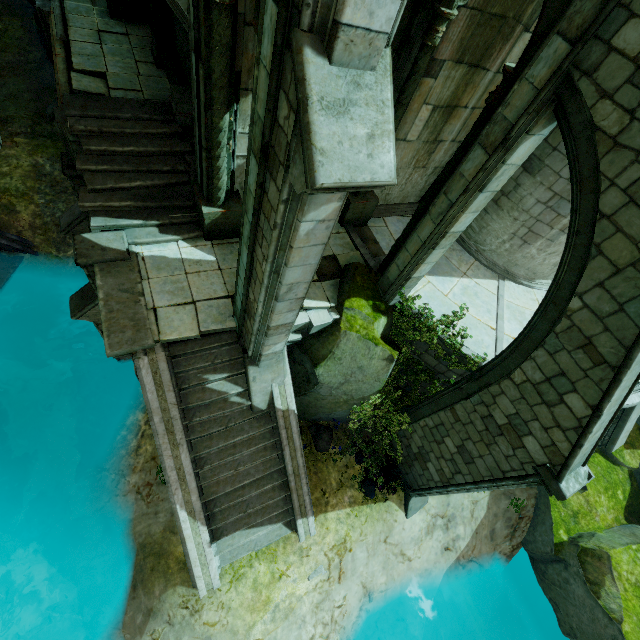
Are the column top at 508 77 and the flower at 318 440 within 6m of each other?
no

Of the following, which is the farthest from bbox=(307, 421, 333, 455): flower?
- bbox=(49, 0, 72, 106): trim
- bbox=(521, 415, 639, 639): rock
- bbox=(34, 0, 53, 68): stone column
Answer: bbox=(34, 0, 53, 68): stone column

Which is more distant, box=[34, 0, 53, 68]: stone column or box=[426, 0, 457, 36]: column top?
box=[34, 0, 53, 68]: stone column

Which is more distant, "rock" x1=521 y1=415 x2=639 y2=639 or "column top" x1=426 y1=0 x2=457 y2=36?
"rock" x1=521 y1=415 x2=639 y2=639

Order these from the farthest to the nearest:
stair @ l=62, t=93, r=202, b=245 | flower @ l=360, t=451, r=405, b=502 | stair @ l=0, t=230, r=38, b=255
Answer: stair @ l=0, t=230, r=38, b=255, flower @ l=360, t=451, r=405, b=502, stair @ l=62, t=93, r=202, b=245

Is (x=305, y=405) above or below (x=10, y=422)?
above

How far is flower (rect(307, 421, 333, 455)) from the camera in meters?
9.6

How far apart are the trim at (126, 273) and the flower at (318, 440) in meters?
5.2
